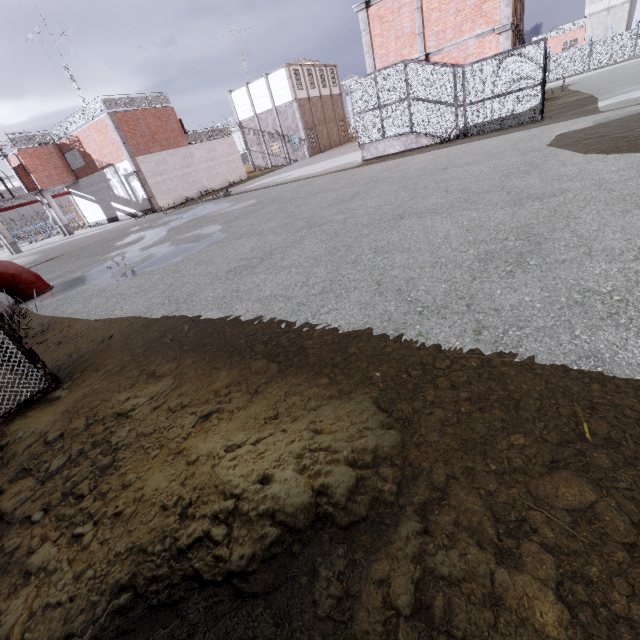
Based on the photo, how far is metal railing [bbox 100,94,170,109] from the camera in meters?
23.3

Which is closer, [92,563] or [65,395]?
[92,563]

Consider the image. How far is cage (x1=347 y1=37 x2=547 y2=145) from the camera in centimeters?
1345cm

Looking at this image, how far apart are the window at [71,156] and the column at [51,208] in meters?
2.8

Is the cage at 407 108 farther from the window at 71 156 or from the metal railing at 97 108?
the window at 71 156

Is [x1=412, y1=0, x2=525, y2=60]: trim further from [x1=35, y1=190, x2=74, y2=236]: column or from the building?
[x1=35, y1=190, x2=74, y2=236]: column

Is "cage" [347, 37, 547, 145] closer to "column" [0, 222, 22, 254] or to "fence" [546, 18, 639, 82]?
"column" [0, 222, 22, 254]

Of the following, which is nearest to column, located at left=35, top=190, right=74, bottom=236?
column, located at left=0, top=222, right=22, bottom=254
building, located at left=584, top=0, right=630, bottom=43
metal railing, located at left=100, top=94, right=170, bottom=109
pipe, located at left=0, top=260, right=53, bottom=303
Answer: metal railing, located at left=100, top=94, right=170, bottom=109
